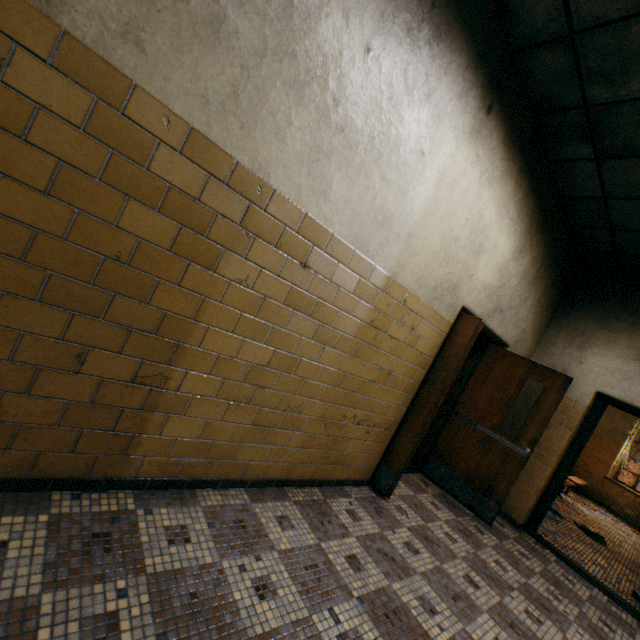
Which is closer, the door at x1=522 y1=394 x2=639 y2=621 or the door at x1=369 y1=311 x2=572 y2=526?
the door at x1=369 y1=311 x2=572 y2=526

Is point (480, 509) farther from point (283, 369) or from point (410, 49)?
point (410, 49)

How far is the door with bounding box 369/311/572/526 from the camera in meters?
3.4 m

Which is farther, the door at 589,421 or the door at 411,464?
the door at 589,421

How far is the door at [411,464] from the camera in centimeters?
336cm
